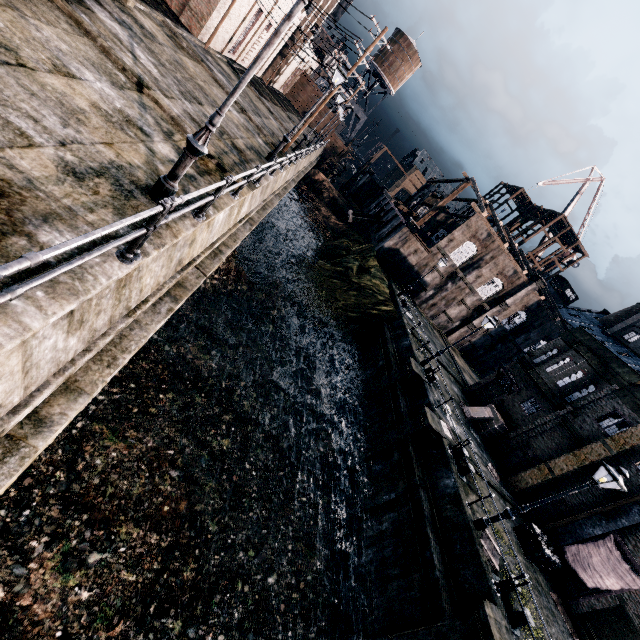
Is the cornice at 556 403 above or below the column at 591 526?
above

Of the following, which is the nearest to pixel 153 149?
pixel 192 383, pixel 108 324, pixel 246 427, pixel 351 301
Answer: pixel 108 324

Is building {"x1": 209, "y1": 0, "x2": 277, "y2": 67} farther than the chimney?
No

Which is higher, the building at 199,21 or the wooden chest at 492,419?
the building at 199,21

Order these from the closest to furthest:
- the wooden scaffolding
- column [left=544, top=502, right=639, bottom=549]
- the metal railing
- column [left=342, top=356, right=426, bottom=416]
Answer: the metal railing → column [left=544, top=502, right=639, bottom=549] → column [left=342, top=356, right=426, bottom=416] → the wooden scaffolding

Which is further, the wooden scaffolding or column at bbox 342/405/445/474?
the wooden scaffolding

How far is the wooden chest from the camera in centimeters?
2386cm

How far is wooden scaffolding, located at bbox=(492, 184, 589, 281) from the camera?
49.78m
